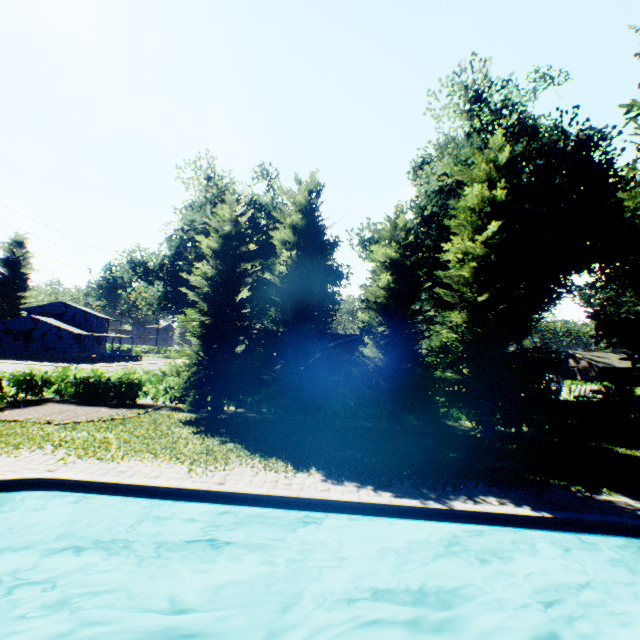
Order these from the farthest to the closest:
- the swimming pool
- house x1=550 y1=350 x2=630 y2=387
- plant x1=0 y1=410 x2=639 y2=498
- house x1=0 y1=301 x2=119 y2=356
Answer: house x1=0 y1=301 x2=119 y2=356 → house x1=550 y1=350 x2=630 y2=387 → plant x1=0 y1=410 x2=639 y2=498 → the swimming pool

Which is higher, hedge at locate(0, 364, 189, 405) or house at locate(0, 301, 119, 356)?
house at locate(0, 301, 119, 356)

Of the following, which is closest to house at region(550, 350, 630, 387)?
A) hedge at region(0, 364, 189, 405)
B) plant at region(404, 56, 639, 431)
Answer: plant at region(404, 56, 639, 431)

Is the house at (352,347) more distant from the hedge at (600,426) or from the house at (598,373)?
the house at (598,373)

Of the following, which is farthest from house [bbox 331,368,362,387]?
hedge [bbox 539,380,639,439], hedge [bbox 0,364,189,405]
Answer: hedge [bbox 0,364,189,405]

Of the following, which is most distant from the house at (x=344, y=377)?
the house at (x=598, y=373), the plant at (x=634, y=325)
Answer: the house at (x=598, y=373)

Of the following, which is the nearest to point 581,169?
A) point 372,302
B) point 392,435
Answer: point 372,302

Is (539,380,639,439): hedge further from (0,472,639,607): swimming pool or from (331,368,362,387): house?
(0,472,639,607): swimming pool
